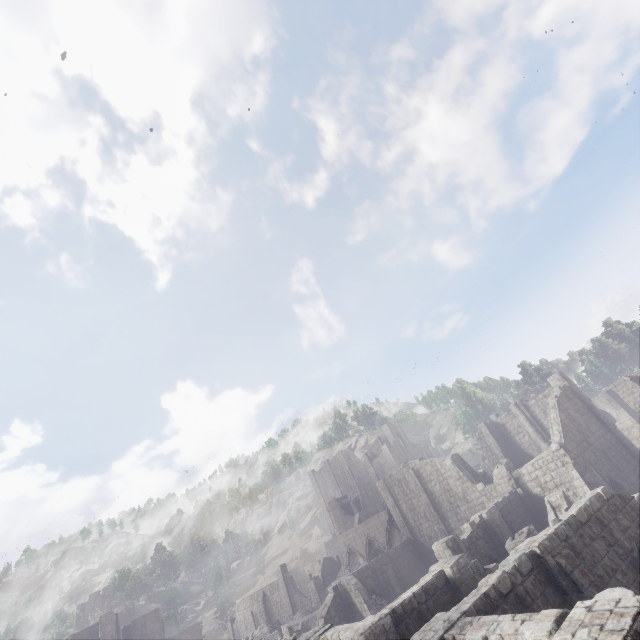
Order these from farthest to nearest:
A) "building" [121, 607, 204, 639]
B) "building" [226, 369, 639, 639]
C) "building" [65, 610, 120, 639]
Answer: "building" [121, 607, 204, 639]
"building" [65, 610, 120, 639]
"building" [226, 369, 639, 639]

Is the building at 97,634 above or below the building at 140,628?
above

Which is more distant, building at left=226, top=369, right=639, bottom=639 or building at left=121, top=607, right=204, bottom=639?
building at left=121, top=607, right=204, bottom=639

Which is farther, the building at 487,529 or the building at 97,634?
the building at 97,634

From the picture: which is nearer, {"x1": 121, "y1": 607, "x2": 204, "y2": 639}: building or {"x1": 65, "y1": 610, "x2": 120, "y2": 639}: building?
{"x1": 65, "y1": 610, "x2": 120, "y2": 639}: building

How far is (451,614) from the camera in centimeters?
871cm

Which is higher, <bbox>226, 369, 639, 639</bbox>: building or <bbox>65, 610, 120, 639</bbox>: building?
<bbox>65, 610, 120, 639</bbox>: building
